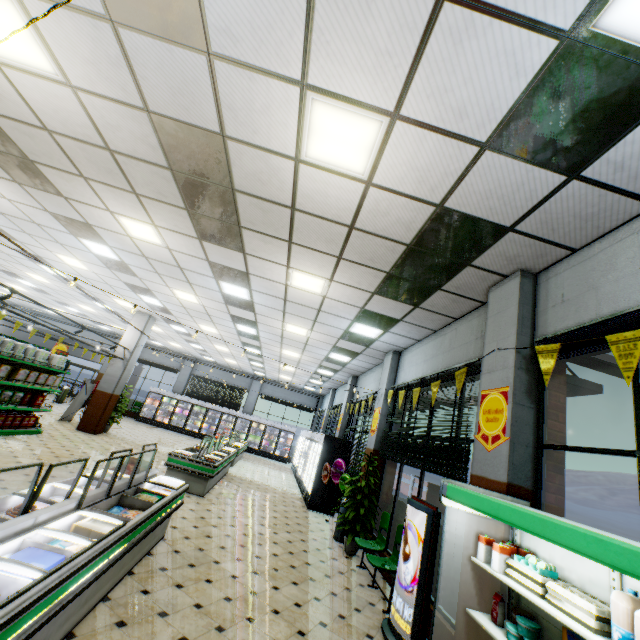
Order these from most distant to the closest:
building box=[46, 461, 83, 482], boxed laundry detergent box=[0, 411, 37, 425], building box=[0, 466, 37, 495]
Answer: boxed laundry detergent box=[0, 411, 37, 425]
building box=[46, 461, 83, 482]
building box=[0, 466, 37, 495]

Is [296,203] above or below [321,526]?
above

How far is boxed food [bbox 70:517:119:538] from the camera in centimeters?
308cm

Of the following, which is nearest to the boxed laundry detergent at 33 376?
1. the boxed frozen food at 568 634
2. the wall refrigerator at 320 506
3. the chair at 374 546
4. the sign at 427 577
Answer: the wall refrigerator at 320 506

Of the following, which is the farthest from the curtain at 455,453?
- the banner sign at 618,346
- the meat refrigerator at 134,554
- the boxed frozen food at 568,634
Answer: the meat refrigerator at 134,554

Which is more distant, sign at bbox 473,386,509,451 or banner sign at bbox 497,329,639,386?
sign at bbox 473,386,509,451

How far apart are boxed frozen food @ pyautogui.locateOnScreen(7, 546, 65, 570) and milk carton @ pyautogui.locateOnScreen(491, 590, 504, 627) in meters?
3.7 m

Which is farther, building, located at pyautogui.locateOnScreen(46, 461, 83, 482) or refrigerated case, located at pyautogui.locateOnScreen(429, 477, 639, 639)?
building, located at pyautogui.locateOnScreen(46, 461, 83, 482)
